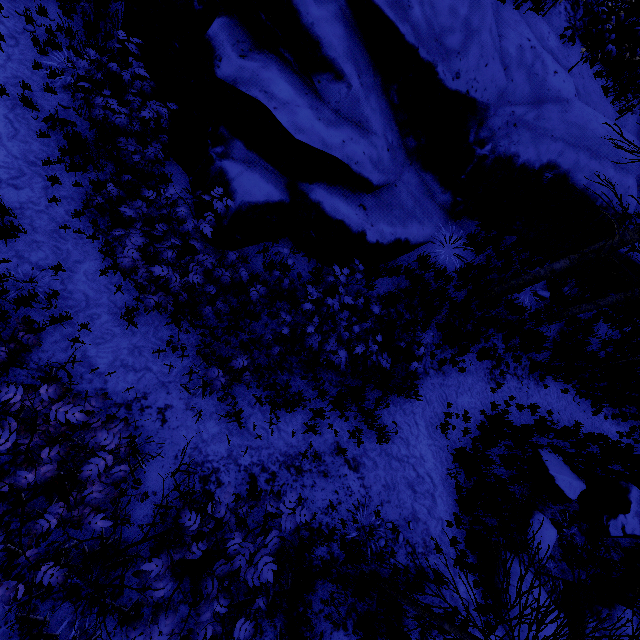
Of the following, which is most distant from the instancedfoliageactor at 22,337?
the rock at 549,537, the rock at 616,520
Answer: the rock at 616,520

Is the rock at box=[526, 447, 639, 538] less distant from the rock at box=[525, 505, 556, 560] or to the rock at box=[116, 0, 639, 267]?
the rock at box=[525, 505, 556, 560]

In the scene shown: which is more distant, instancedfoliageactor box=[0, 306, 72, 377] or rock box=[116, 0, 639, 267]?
rock box=[116, 0, 639, 267]

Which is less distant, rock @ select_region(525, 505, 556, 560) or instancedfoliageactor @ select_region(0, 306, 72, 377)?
instancedfoliageactor @ select_region(0, 306, 72, 377)

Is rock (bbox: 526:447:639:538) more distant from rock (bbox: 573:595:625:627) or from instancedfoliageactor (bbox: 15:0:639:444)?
instancedfoliageactor (bbox: 15:0:639:444)

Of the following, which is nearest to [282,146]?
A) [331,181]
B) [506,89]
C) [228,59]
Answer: [331,181]

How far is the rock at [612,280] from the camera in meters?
8.8 m

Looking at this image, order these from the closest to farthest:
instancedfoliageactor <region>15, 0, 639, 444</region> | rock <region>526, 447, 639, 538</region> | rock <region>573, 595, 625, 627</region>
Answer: instancedfoliageactor <region>15, 0, 639, 444</region>
rock <region>573, 595, 625, 627</region>
rock <region>526, 447, 639, 538</region>
